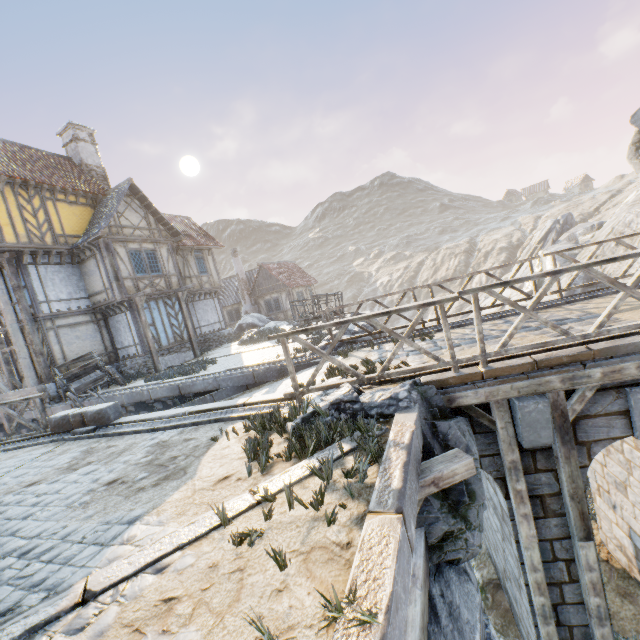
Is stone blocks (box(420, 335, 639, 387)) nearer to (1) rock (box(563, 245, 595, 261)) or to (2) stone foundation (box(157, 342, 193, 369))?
(1) rock (box(563, 245, 595, 261))

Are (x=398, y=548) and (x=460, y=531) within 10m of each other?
yes

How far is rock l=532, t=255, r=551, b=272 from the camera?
29.02m

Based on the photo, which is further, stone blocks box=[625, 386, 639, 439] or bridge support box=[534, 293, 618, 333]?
bridge support box=[534, 293, 618, 333]

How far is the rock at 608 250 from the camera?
22.38m

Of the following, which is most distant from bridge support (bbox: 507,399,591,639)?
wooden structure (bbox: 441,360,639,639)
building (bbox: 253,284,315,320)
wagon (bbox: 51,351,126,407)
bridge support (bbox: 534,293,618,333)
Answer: building (bbox: 253,284,315,320)

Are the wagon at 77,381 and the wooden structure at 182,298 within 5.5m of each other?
yes

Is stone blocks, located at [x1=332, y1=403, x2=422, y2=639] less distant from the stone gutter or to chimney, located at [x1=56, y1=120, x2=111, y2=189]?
the stone gutter
